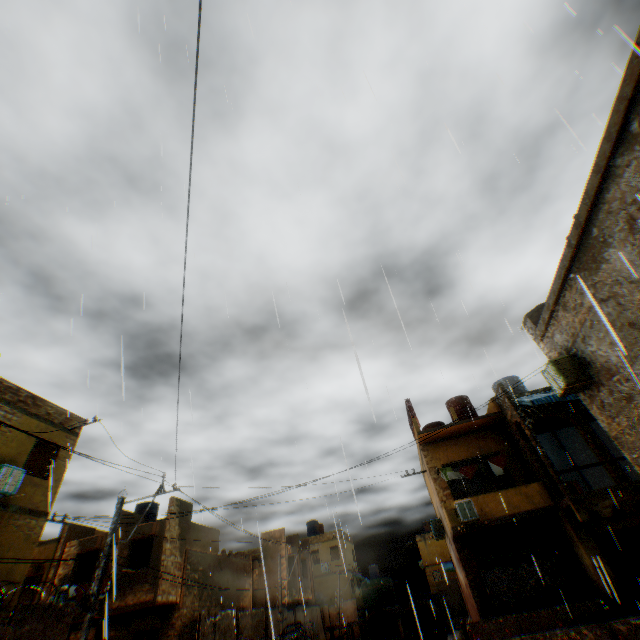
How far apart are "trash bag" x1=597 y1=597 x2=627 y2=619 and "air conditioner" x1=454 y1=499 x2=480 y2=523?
3.8m

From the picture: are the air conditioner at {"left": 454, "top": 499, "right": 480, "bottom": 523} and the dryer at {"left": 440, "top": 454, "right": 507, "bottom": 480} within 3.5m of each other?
yes

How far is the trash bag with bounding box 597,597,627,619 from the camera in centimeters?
1191cm

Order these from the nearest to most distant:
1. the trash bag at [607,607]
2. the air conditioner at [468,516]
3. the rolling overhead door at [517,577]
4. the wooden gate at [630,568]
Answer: the trash bag at [607,607]
the wooden gate at [630,568]
the rolling overhead door at [517,577]
the air conditioner at [468,516]

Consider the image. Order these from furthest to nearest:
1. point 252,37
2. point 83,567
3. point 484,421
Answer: point 83,567, point 484,421, point 252,37

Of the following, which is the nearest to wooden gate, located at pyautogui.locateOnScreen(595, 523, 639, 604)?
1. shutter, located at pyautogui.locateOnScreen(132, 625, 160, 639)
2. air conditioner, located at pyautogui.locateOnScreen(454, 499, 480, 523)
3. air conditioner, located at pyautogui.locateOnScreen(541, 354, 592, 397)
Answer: air conditioner, located at pyautogui.locateOnScreen(541, 354, 592, 397)

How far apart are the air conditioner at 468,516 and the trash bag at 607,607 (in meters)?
3.78

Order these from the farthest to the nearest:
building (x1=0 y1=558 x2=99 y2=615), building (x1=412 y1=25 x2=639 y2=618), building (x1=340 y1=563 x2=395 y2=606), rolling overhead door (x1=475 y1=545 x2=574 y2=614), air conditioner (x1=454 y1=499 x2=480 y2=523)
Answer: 1. building (x1=340 y1=563 x2=395 y2=606)
2. air conditioner (x1=454 y1=499 x2=480 y2=523)
3. rolling overhead door (x1=475 y1=545 x2=574 y2=614)
4. building (x1=0 y1=558 x2=99 y2=615)
5. building (x1=412 y1=25 x2=639 y2=618)
